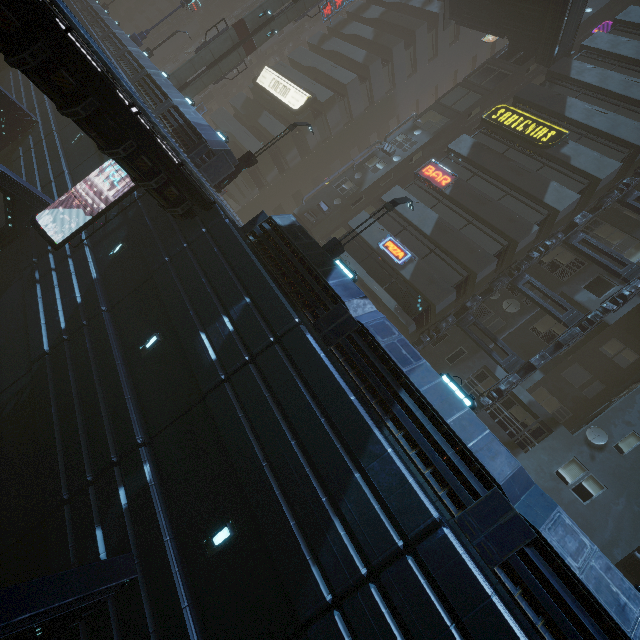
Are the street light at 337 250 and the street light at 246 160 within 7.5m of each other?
no

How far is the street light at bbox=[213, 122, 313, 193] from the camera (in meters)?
18.28

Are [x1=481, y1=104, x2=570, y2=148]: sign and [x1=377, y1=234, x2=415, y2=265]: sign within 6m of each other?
no

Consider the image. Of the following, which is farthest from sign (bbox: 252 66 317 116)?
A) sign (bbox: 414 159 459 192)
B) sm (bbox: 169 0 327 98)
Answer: sign (bbox: 414 159 459 192)

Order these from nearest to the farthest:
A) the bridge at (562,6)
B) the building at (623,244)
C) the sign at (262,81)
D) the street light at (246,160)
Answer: the street light at (246,160) → the building at (623,244) → the bridge at (562,6) → the sign at (262,81)

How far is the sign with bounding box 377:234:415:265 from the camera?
20.2 meters

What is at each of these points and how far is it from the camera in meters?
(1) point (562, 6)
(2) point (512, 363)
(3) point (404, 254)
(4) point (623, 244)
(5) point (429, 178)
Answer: (1) bridge, 21.1
(2) building structure, 17.0
(3) sign, 20.3
(4) building, 19.6
(5) sign, 22.2

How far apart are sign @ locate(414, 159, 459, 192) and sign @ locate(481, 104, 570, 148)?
4.3 meters
